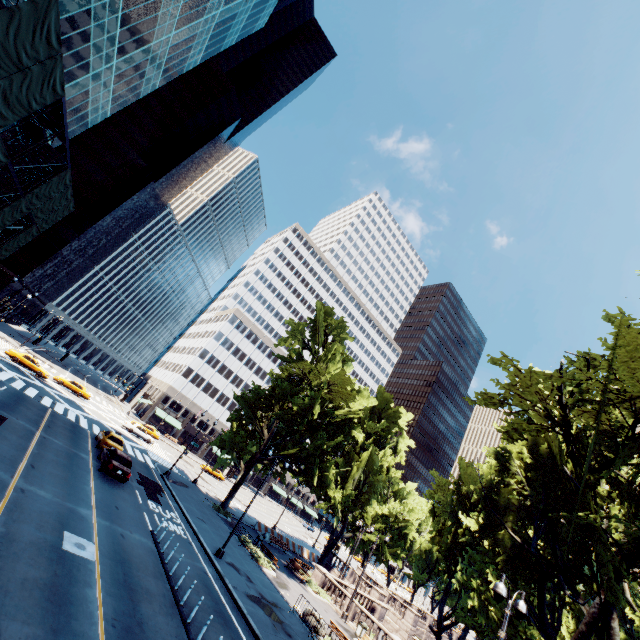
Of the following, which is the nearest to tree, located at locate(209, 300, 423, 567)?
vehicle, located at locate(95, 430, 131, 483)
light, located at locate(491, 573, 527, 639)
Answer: light, located at locate(491, 573, 527, 639)

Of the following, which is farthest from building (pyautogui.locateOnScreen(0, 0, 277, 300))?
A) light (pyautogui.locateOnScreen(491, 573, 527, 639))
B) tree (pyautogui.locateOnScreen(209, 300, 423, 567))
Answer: light (pyautogui.locateOnScreen(491, 573, 527, 639))

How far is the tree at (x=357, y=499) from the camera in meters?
32.0

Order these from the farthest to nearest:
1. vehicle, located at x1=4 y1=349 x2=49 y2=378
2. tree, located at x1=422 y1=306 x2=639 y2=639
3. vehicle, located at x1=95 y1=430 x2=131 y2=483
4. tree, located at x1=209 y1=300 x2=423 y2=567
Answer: vehicle, located at x1=4 y1=349 x2=49 y2=378 → tree, located at x1=209 y1=300 x2=423 y2=567 → vehicle, located at x1=95 y1=430 x2=131 y2=483 → tree, located at x1=422 y1=306 x2=639 y2=639

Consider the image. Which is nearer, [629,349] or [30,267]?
[629,349]

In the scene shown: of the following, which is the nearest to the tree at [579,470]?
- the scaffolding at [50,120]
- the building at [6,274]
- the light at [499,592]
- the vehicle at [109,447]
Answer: the light at [499,592]

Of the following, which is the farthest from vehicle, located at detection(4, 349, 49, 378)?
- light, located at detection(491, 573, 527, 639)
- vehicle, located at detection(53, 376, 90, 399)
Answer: light, located at detection(491, 573, 527, 639)

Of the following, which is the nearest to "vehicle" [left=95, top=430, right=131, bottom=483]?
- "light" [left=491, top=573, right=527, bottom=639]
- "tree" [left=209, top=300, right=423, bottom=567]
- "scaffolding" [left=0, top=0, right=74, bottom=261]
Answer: "tree" [left=209, top=300, right=423, bottom=567]
